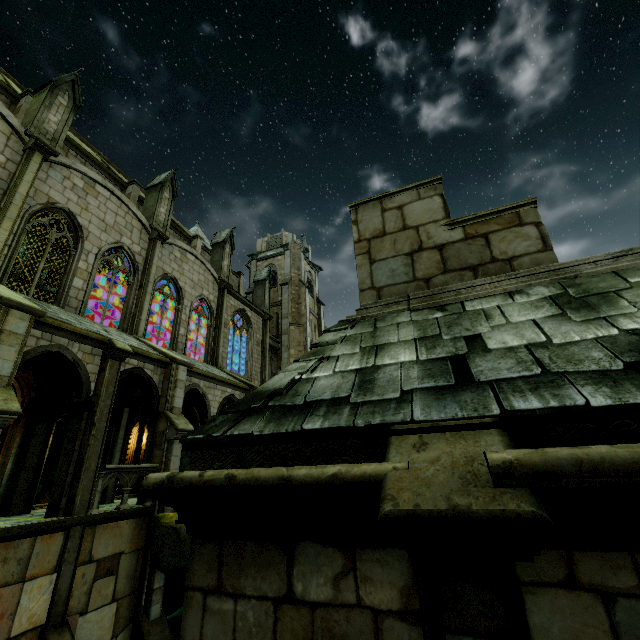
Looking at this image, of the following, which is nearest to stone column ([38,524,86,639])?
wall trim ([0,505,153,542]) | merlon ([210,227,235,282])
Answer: wall trim ([0,505,153,542])

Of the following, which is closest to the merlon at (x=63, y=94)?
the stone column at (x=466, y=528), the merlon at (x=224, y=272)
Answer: the merlon at (x=224, y=272)

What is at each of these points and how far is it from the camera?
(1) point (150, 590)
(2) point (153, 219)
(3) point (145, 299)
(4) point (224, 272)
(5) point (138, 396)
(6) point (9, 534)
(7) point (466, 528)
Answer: (1) building, 10.4m
(2) merlon, 18.0m
(3) building, 16.2m
(4) merlon, 23.6m
(5) archway, 14.3m
(6) wall trim, 7.7m
(7) stone column, 1.4m

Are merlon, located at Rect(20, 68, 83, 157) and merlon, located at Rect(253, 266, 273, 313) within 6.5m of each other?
no

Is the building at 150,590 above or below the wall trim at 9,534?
below

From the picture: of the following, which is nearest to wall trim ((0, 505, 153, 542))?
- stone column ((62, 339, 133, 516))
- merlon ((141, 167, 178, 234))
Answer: stone column ((62, 339, 133, 516))

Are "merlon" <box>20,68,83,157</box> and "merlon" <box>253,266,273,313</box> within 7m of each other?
no

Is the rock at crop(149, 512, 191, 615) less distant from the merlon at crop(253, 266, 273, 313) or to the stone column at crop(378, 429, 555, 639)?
the merlon at crop(253, 266, 273, 313)
